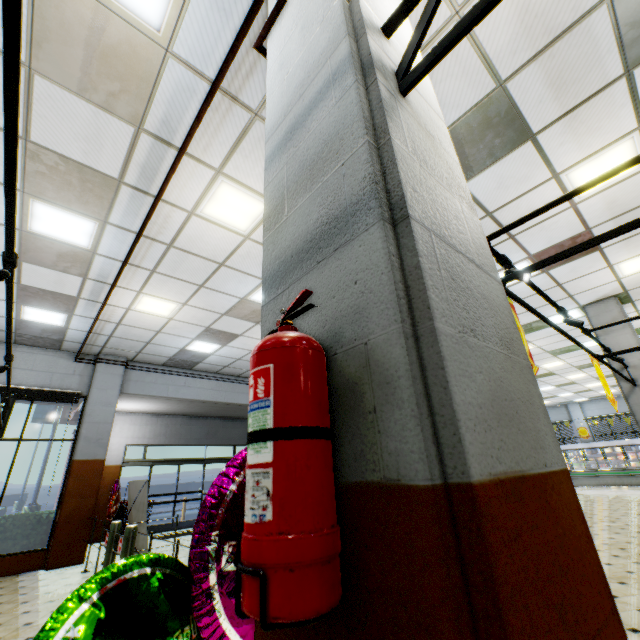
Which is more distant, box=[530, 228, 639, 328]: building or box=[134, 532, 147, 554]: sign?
box=[134, 532, 147, 554]: sign

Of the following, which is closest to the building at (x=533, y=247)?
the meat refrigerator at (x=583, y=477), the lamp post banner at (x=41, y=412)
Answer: the meat refrigerator at (x=583, y=477)

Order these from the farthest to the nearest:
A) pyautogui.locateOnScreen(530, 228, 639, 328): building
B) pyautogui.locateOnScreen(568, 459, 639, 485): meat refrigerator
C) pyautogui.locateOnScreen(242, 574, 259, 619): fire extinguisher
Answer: pyautogui.locateOnScreen(568, 459, 639, 485): meat refrigerator
pyautogui.locateOnScreen(530, 228, 639, 328): building
pyautogui.locateOnScreen(242, 574, 259, 619): fire extinguisher

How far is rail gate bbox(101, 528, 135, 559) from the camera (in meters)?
4.87

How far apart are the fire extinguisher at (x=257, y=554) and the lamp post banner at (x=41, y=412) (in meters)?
24.28

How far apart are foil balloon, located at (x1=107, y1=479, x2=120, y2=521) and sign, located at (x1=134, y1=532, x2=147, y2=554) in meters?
0.1 m

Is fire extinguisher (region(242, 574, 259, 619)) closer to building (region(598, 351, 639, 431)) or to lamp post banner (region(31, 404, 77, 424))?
building (region(598, 351, 639, 431))

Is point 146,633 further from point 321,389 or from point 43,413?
point 43,413
